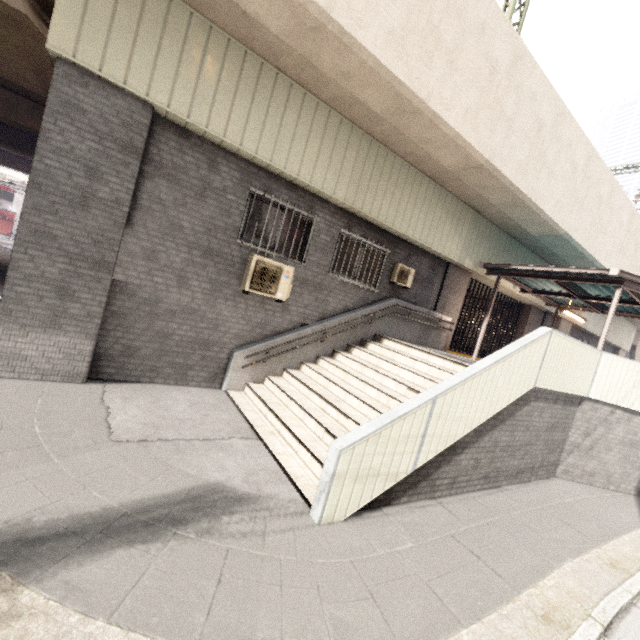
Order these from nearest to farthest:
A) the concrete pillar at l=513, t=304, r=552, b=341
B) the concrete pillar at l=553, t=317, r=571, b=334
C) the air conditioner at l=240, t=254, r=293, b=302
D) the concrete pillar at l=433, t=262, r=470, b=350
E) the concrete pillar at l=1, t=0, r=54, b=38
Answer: the concrete pillar at l=1, t=0, r=54, b=38, the air conditioner at l=240, t=254, r=293, b=302, the concrete pillar at l=433, t=262, r=470, b=350, the concrete pillar at l=513, t=304, r=552, b=341, the concrete pillar at l=553, t=317, r=571, b=334

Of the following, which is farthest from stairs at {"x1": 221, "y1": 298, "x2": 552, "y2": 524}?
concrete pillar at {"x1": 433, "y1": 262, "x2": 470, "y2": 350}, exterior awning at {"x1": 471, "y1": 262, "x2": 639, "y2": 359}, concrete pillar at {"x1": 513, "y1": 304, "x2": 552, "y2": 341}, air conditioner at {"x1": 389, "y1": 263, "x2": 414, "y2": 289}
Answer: concrete pillar at {"x1": 513, "y1": 304, "x2": 552, "y2": 341}

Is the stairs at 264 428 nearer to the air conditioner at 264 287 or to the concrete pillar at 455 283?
the air conditioner at 264 287

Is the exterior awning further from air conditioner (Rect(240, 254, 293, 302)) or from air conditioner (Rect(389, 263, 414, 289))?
air conditioner (Rect(240, 254, 293, 302))

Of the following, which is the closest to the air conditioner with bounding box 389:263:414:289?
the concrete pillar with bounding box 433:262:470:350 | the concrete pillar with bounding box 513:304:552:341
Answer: the concrete pillar with bounding box 433:262:470:350

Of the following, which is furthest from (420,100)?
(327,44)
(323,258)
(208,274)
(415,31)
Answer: (208,274)

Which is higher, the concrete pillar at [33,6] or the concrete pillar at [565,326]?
the concrete pillar at [33,6]

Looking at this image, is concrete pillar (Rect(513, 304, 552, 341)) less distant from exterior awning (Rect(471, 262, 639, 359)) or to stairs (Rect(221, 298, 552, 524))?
exterior awning (Rect(471, 262, 639, 359))
